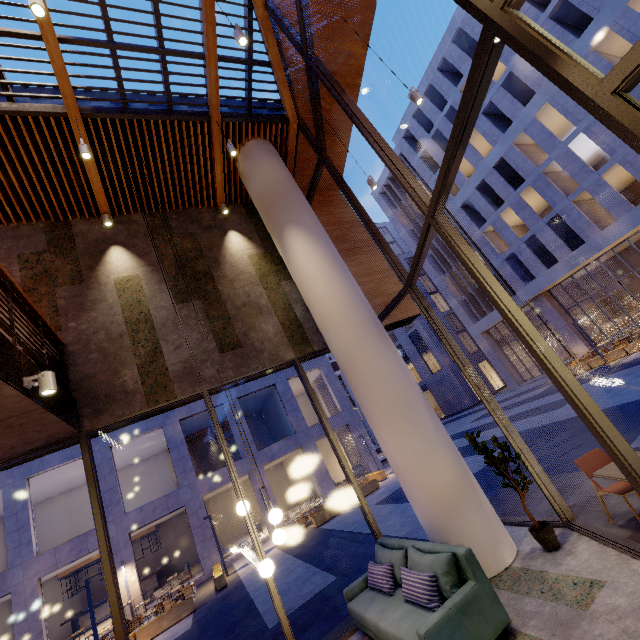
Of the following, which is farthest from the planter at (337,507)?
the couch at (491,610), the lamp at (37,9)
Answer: the lamp at (37,9)

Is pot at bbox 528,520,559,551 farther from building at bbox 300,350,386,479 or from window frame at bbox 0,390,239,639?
building at bbox 300,350,386,479

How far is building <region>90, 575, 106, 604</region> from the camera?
21.61m

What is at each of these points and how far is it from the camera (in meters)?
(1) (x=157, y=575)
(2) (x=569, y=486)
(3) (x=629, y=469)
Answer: (1) bar counter, 21.56
(2) building, 6.06
(3) window frame, 3.12

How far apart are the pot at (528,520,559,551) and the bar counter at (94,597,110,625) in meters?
26.0

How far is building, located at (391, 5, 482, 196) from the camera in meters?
25.4

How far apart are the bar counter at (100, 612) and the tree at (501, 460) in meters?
25.9 m

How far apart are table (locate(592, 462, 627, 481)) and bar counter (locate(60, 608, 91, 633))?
27.16m
